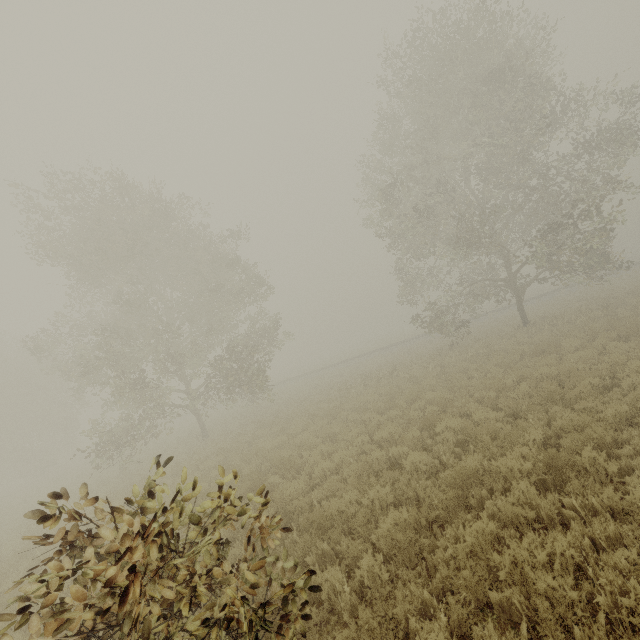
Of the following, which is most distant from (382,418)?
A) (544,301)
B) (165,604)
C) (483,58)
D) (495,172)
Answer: (544,301)

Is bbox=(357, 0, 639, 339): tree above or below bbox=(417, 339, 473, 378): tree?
above

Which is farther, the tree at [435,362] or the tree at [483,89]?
the tree at [435,362]

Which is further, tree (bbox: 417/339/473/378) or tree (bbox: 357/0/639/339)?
tree (bbox: 417/339/473/378)

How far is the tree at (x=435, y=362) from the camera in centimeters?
1652cm

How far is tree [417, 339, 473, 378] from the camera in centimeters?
1652cm
